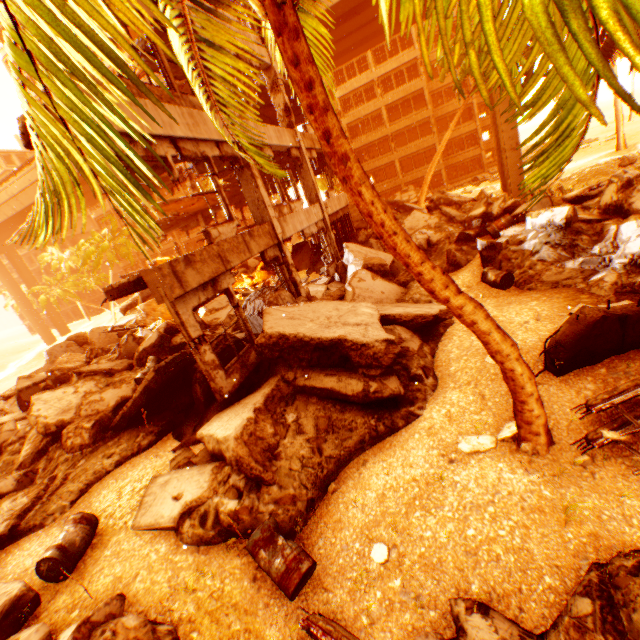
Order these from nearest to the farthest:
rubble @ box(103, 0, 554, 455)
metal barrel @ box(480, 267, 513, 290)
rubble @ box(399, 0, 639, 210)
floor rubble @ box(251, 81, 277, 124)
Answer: rubble @ box(399, 0, 639, 210) < rubble @ box(103, 0, 554, 455) < metal barrel @ box(480, 267, 513, 290) < floor rubble @ box(251, 81, 277, 124)

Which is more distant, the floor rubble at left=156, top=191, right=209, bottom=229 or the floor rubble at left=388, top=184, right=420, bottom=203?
the floor rubble at left=388, top=184, right=420, bottom=203

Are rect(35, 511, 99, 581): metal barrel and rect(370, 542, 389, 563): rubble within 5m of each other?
yes

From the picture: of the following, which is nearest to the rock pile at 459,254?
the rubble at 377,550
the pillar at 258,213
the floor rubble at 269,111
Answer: the pillar at 258,213

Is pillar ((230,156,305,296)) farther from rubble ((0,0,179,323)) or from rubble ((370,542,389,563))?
rubble ((370,542,389,563))

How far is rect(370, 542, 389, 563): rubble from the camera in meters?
4.4

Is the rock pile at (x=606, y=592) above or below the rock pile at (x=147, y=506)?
below

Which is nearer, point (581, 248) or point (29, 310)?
point (581, 248)
